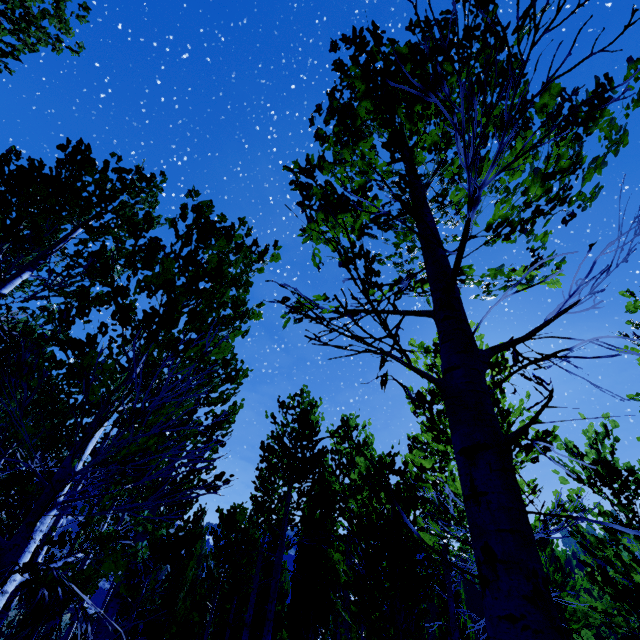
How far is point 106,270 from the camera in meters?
2.7 m

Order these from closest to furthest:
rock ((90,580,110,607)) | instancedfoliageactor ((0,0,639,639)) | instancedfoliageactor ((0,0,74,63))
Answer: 1. instancedfoliageactor ((0,0,639,639))
2. instancedfoliageactor ((0,0,74,63))
3. rock ((90,580,110,607))

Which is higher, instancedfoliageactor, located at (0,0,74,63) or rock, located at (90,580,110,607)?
instancedfoliageactor, located at (0,0,74,63)

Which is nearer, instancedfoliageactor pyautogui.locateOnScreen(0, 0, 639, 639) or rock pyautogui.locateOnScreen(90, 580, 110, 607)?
instancedfoliageactor pyautogui.locateOnScreen(0, 0, 639, 639)

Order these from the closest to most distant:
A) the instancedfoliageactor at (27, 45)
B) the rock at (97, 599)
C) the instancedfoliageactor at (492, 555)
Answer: the instancedfoliageactor at (492, 555) → the instancedfoliageactor at (27, 45) → the rock at (97, 599)

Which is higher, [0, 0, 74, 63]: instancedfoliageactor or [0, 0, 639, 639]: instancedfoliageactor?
[0, 0, 74, 63]: instancedfoliageactor

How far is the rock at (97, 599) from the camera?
51.5 meters

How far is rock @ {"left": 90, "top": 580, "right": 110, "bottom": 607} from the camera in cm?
5150
